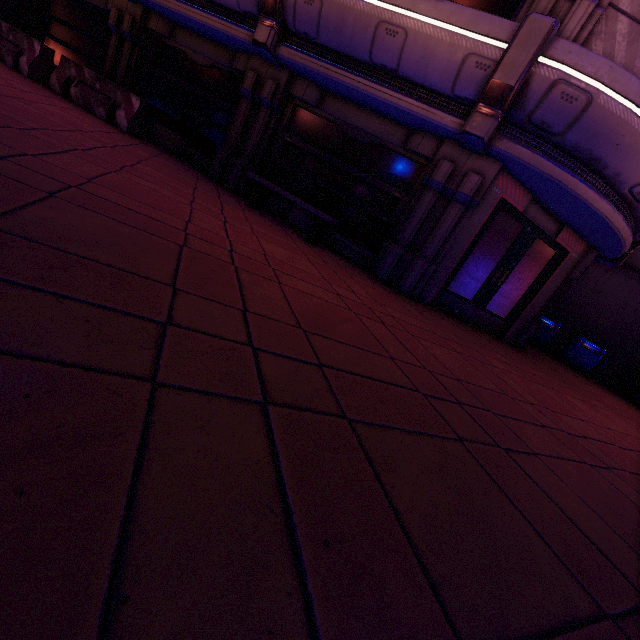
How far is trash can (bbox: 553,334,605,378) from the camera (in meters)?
11.55

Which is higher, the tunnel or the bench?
the tunnel

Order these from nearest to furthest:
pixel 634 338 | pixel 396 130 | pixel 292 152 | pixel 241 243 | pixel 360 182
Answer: pixel 241 243, pixel 396 130, pixel 360 182, pixel 292 152, pixel 634 338

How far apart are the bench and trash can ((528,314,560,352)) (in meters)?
9.34

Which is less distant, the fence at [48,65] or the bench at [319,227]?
the bench at [319,227]

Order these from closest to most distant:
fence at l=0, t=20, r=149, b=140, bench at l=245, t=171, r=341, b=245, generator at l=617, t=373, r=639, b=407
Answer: bench at l=245, t=171, r=341, b=245 < fence at l=0, t=20, r=149, b=140 < generator at l=617, t=373, r=639, b=407

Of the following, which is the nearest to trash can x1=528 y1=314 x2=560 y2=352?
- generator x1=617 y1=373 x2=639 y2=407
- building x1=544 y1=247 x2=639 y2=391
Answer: building x1=544 y1=247 x2=639 y2=391

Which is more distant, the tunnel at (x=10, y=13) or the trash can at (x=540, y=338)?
the trash can at (x=540, y=338)
